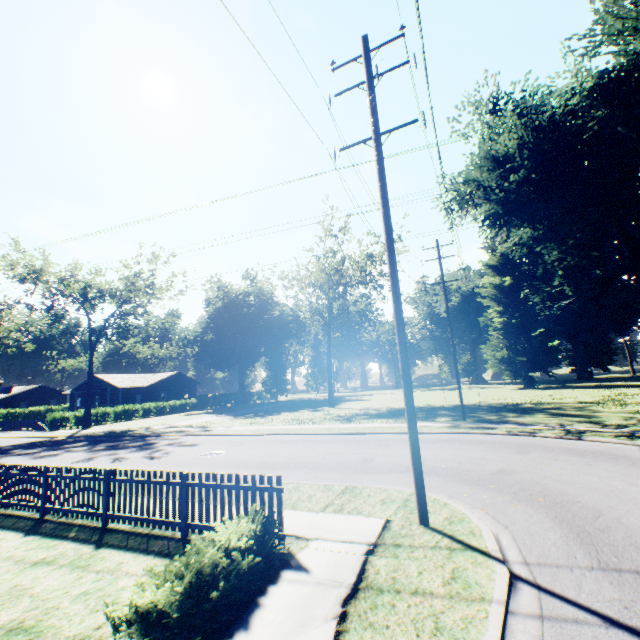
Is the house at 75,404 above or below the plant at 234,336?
below

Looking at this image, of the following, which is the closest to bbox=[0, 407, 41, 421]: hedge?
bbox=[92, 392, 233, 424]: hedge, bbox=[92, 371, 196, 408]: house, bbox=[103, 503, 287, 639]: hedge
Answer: bbox=[92, 371, 196, 408]: house

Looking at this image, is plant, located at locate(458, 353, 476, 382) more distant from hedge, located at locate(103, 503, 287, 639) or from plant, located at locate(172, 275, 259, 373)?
plant, located at locate(172, 275, 259, 373)

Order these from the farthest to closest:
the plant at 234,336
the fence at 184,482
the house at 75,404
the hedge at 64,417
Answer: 1. the plant at 234,336
2. the house at 75,404
3. the hedge at 64,417
4. the fence at 184,482

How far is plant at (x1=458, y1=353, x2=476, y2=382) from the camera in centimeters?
5839cm

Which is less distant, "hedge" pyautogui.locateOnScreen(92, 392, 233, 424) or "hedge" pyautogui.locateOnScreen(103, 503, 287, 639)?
"hedge" pyautogui.locateOnScreen(103, 503, 287, 639)

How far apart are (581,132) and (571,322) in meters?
32.5

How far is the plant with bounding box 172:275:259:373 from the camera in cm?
5462
